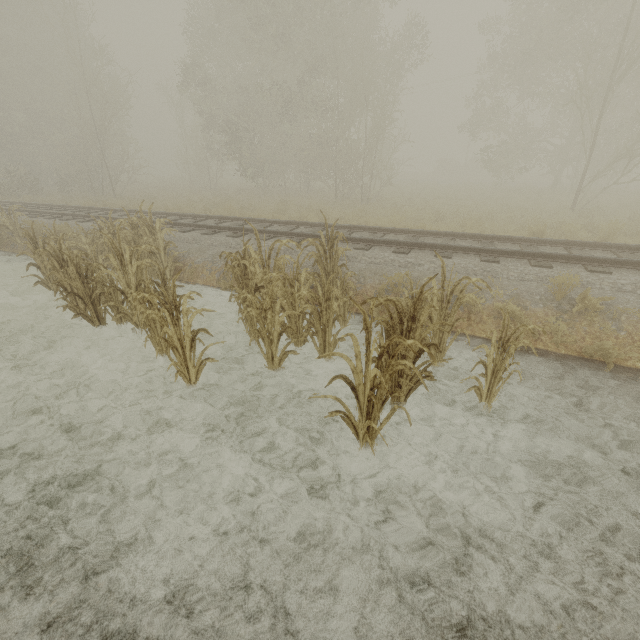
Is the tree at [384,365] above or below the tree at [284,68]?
below

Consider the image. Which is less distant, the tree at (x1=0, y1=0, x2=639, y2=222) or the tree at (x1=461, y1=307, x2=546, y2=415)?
the tree at (x1=461, y1=307, x2=546, y2=415)

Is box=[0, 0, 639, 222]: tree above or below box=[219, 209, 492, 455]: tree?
above

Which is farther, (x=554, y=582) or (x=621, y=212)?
(x=621, y=212)

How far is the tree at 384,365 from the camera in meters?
3.1

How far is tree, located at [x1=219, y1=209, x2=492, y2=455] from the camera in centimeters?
311cm
